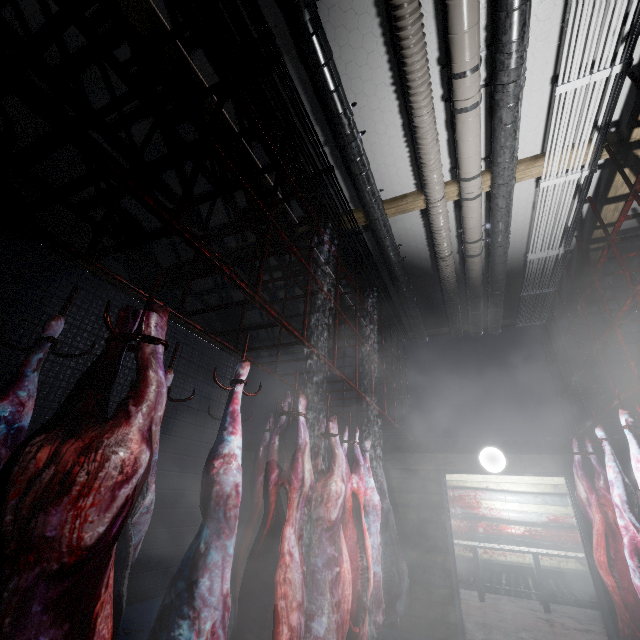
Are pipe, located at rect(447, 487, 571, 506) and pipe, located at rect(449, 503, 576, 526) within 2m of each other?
yes

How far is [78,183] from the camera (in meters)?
0.98

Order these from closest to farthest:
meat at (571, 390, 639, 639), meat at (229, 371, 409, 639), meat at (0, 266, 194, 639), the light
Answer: meat at (0, 266, 194, 639) → meat at (229, 371, 409, 639) → meat at (571, 390, 639, 639) → the light

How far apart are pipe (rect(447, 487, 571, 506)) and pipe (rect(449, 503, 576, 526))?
0.1 meters

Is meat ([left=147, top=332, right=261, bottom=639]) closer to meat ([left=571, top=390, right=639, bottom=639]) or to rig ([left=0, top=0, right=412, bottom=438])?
rig ([left=0, top=0, right=412, bottom=438])

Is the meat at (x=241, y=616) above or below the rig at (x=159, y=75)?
below

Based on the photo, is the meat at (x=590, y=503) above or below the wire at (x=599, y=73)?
below

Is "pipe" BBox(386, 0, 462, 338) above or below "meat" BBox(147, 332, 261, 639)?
above
